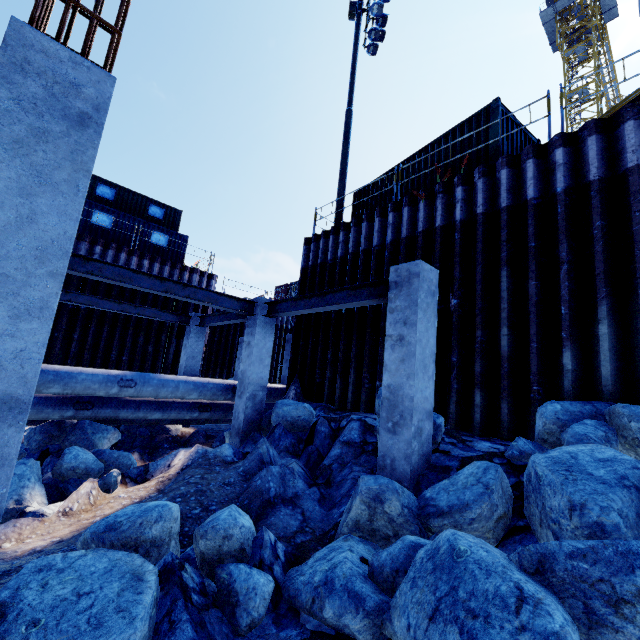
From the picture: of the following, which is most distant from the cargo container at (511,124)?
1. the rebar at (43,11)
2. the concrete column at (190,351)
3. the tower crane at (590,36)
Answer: the tower crane at (590,36)

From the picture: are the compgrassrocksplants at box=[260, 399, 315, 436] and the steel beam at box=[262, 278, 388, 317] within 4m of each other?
yes

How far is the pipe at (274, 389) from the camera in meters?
11.3 m

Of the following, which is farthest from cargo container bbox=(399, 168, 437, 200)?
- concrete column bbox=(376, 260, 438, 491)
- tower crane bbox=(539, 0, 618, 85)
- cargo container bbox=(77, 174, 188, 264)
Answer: tower crane bbox=(539, 0, 618, 85)

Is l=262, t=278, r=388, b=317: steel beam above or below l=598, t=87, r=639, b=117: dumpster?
below

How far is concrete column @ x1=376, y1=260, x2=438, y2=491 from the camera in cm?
488

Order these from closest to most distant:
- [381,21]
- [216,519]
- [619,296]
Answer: [216,519] → [619,296] → [381,21]

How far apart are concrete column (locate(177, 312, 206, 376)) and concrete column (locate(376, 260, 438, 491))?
9.35m
